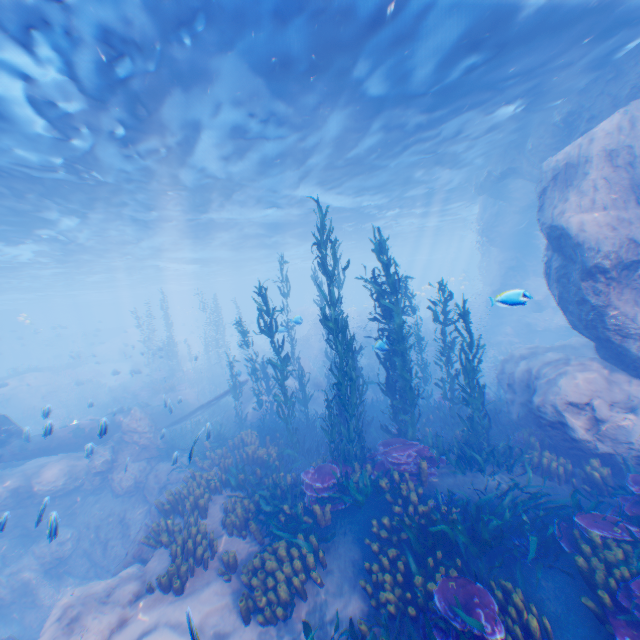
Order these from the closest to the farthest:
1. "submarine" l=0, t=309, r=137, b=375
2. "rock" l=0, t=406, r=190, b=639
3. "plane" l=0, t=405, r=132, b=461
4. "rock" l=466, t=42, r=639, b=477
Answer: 1. "rock" l=0, t=406, r=190, b=639
2. "rock" l=466, t=42, r=639, b=477
3. "plane" l=0, t=405, r=132, b=461
4. "submarine" l=0, t=309, r=137, b=375

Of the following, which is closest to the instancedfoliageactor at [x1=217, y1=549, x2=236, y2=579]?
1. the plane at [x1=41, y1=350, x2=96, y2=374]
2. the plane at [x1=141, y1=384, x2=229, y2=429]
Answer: the plane at [x1=141, y1=384, x2=229, y2=429]

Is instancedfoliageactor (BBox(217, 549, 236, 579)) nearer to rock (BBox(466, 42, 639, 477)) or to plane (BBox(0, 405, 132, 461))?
rock (BBox(466, 42, 639, 477))

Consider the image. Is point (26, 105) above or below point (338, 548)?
above

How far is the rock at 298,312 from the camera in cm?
1955

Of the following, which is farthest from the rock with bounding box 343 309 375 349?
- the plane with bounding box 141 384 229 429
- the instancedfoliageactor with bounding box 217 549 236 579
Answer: the instancedfoliageactor with bounding box 217 549 236 579

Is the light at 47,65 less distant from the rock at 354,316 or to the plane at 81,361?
the rock at 354,316

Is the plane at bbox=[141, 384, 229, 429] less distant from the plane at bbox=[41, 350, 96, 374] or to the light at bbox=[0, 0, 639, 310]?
the light at bbox=[0, 0, 639, 310]
